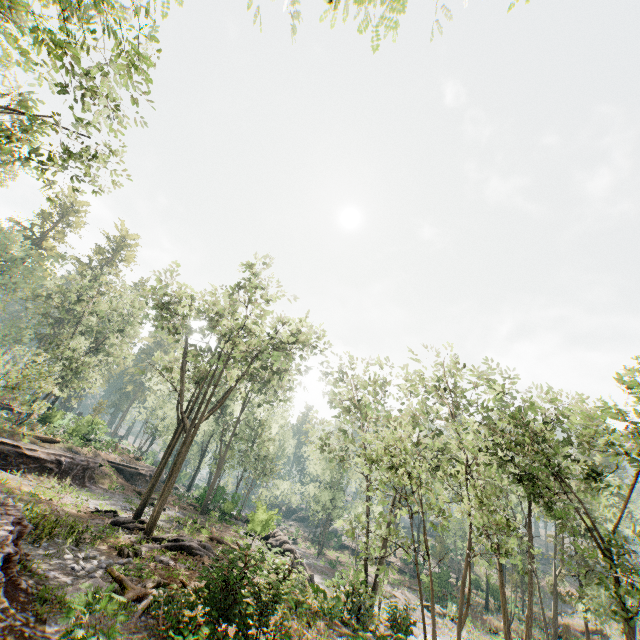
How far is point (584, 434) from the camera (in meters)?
17.84

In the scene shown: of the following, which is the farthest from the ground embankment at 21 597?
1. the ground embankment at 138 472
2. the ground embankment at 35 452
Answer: the ground embankment at 138 472

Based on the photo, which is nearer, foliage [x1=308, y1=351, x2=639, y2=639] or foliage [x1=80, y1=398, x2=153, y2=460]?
foliage [x1=308, y1=351, x2=639, y2=639]

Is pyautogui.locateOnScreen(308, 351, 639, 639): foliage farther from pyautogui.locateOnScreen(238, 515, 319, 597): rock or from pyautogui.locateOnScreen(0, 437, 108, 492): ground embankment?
pyautogui.locateOnScreen(0, 437, 108, 492): ground embankment

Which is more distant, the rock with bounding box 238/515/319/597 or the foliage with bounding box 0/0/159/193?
the rock with bounding box 238/515/319/597

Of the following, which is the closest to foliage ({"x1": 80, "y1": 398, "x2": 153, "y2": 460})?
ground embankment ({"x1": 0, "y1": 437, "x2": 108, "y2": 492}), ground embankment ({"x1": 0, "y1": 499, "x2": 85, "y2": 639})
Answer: ground embankment ({"x1": 0, "y1": 499, "x2": 85, "y2": 639})

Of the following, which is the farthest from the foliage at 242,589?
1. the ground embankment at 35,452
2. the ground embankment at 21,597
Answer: the ground embankment at 35,452

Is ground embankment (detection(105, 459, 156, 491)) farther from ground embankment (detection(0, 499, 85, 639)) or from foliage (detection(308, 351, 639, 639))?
ground embankment (detection(0, 499, 85, 639))
